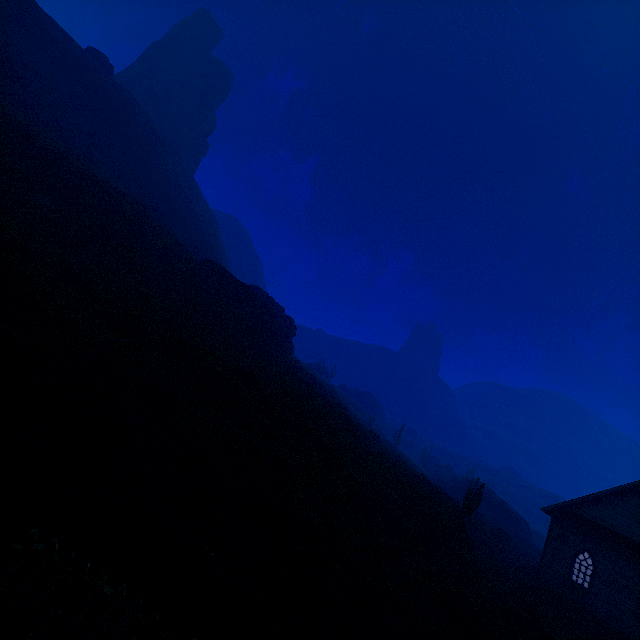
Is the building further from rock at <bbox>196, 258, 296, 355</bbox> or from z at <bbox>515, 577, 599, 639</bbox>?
rock at <bbox>196, 258, 296, 355</bbox>

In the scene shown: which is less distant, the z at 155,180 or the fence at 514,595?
the z at 155,180

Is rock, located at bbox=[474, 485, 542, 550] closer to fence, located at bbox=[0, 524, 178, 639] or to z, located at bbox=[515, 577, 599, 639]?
z, located at bbox=[515, 577, 599, 639]

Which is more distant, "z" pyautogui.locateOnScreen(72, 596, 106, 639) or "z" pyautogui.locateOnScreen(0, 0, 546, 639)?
"z" pyautogui.locateOnScreen(0, 0, 546, 639)

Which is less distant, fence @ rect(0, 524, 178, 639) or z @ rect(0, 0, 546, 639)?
fence @ rect(0, 524, 178, 639)

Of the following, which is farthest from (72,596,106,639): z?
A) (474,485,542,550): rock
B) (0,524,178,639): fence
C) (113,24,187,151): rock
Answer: (474,485,542,550): rock

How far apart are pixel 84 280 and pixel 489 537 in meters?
36.9

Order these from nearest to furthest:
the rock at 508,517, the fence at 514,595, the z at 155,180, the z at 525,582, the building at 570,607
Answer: the z at 155,180, the fence at 514,595, the z at 525,582, the building at 570,607, the rock at 508,517
